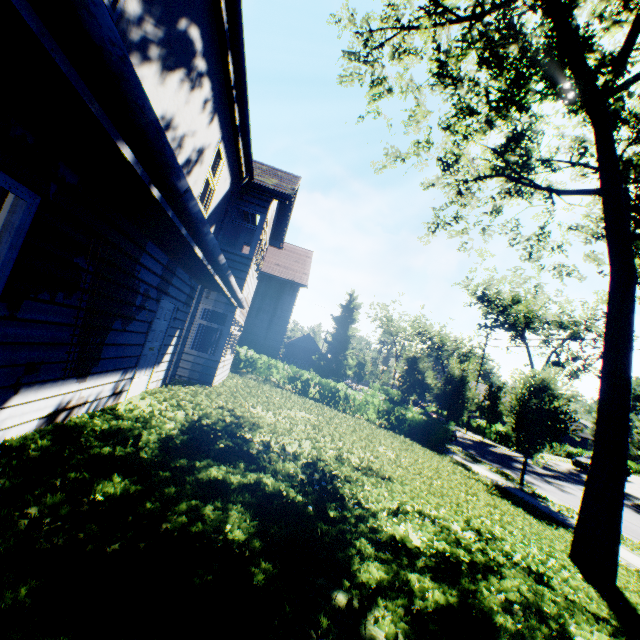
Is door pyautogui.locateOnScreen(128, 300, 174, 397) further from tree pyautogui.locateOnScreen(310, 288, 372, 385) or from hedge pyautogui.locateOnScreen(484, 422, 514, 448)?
hedge pyautogui.locateOnScreen(484, 422, 514, 448)

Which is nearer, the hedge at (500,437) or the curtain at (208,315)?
the curtain at (208,315)

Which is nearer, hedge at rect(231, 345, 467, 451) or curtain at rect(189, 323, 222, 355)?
curtain at rect(189, 323, 222, 355)

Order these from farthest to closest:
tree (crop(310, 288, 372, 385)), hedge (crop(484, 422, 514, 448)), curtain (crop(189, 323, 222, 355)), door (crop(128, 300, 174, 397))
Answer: tree (crop(310, 288, 372, 385)), hedge (crop(484, 422, 514, 448)), curtain (crop(189, 323, 222, 355)), door (crop(128, 300, 174, 397))

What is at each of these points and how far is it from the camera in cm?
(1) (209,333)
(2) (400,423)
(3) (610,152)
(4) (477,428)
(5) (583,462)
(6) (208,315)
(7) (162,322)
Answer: (1) curtain, 1048
(2) hedge, 2039
(3) tree, 830
(4) hedge, 3950
(5) car, 2955
(6) curtain, 1062
(7) door, 734

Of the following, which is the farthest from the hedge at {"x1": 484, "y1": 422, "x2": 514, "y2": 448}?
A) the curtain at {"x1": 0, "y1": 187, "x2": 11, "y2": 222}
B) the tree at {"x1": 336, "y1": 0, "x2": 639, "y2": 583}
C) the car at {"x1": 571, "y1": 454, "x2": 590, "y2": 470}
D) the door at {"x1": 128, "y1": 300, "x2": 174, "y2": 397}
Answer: the curtain at {"x1": 0, "y1": 187, "x2": 11, "y2": 222}

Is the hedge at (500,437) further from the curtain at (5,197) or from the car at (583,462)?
the curtain at (5,197)
